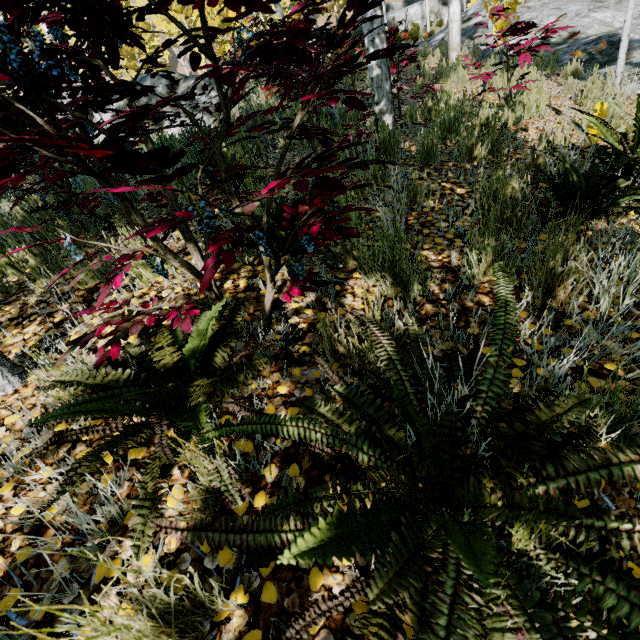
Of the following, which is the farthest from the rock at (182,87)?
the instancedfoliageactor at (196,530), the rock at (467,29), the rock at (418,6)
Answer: the rock at (418,6)

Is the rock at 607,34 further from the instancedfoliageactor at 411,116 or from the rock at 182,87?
the rock at 182,87

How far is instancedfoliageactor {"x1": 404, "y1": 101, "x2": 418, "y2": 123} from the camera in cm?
480

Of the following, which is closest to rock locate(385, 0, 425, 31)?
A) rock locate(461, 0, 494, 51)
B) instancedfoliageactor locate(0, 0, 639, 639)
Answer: instancedfoliageactor locate(0, 0, 639, 639)

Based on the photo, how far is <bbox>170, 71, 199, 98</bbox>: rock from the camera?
7.5m

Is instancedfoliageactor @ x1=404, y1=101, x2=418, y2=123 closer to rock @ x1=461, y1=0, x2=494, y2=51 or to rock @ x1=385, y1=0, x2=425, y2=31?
rock @ x1=461, y1=0, x2=494, y2=51

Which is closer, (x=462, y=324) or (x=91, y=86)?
(x=91, y=86)

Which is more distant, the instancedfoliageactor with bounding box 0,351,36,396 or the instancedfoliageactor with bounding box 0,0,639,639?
the instancedfoliageactor with bounding box 0,351,36,396
